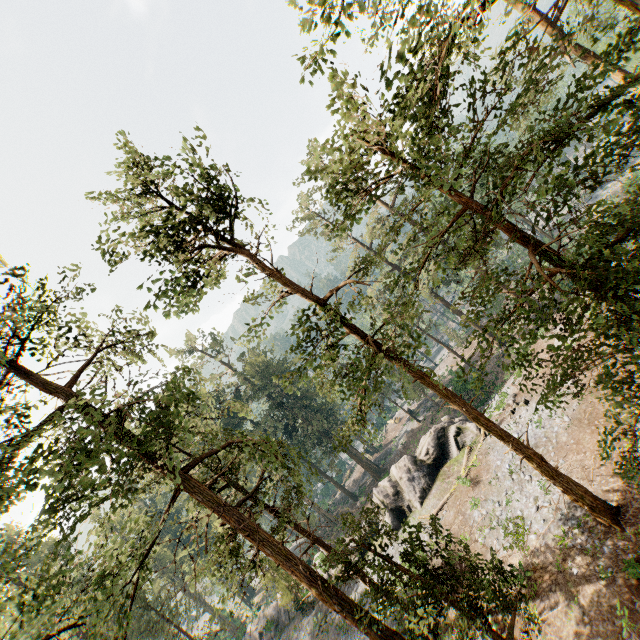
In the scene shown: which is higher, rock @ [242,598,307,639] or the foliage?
the foliage

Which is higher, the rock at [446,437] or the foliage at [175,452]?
the foliage at [175,452]

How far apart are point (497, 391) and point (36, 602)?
63.5m

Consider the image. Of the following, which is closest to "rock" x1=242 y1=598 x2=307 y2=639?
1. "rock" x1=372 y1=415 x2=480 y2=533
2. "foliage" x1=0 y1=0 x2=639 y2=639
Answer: "rock" x1=372 y1=415 x2=480 y2=533

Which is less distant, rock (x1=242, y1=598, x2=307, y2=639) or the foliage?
the foliage

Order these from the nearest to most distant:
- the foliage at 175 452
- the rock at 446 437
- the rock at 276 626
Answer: Answer: the foliage at 175 452 < the rock at 446 437 < the rock at 276 626

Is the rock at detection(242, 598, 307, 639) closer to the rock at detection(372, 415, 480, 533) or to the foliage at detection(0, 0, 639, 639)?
the rock at detection(372, 415, 480, 533)

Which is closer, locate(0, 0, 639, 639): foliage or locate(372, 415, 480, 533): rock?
locate(0, 0, 639, 639): foliage
